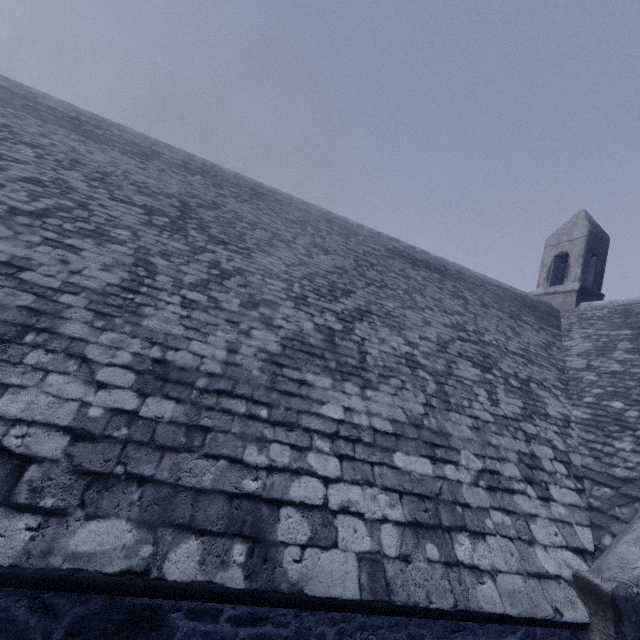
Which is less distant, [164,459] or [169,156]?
[164,459]
